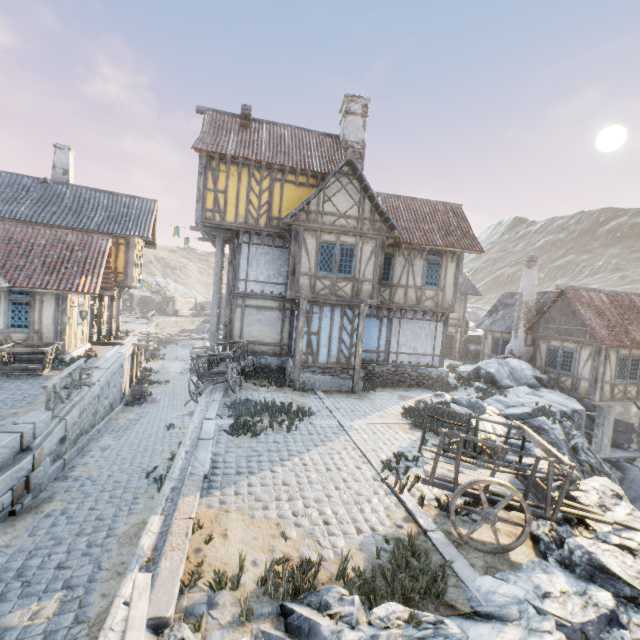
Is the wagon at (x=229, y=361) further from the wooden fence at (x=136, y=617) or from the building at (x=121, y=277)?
the building at (x=121, y=277)

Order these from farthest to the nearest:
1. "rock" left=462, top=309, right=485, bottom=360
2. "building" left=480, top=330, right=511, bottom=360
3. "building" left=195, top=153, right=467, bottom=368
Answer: "rock" left=462, top=309, right=485, bottom=360, "building" left=480, top=330, right=511, bottom=360, "building" left=195, top=153, right=467, bottom=368

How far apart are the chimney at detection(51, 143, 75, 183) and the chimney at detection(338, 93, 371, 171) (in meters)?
16.87

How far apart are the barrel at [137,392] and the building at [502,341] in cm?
2415

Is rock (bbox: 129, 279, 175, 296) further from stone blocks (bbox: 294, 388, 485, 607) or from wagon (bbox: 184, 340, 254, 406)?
wagon (bbox: 184, 340, 254, 406)

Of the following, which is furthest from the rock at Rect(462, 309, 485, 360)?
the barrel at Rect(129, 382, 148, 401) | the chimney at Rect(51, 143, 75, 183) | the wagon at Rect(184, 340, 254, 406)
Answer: the chimney at Rect(51, 143, 75, 183)

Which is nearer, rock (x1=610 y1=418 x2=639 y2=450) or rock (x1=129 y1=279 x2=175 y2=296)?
rock (x1=610 y1=418 x2=639 y2=450)

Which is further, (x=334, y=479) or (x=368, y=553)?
(x=334, y=479)
